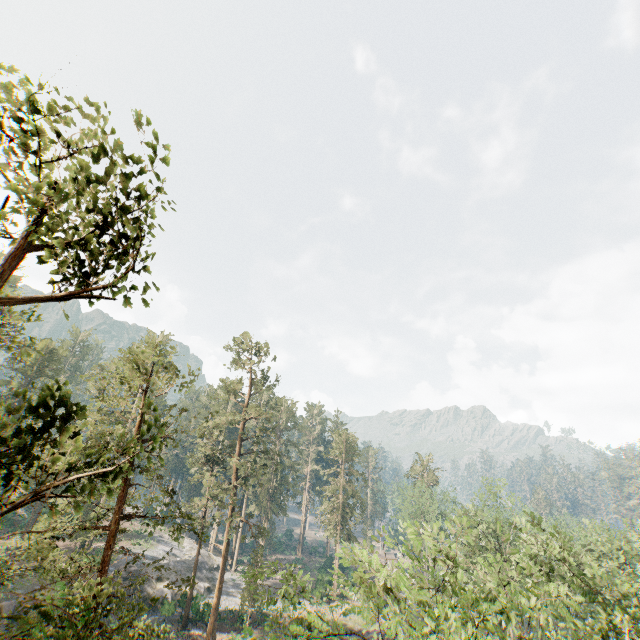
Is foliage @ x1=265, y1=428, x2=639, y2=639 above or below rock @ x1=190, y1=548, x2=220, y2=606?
above

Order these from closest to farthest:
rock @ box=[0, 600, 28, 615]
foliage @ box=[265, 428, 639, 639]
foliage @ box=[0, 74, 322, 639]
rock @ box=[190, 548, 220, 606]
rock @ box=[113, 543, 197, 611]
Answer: foliage @ box=[0, 74, 322, 639] → foliage @ box=[265, 428, 639, 639] → rock @ box=[0, 600, 28, 615] → rock @ box=[113, 543, 197, 611] → rock @ box=[190, 548, 220, 606]

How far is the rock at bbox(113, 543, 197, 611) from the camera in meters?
37.0 m

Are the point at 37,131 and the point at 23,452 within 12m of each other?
yes

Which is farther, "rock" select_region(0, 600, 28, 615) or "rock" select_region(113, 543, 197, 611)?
"rock" select_region(113, 543, 197, 611)

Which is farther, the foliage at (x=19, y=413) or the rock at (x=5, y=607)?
the rock at (x=5, y=607)

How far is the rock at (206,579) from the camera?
40.4m
